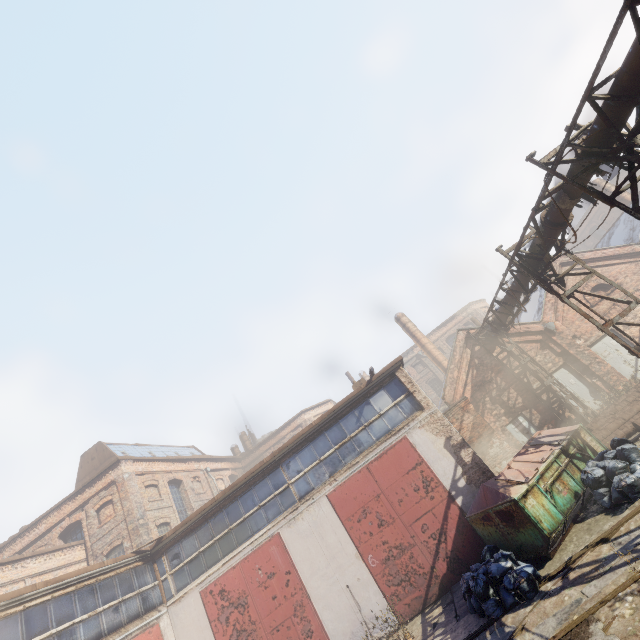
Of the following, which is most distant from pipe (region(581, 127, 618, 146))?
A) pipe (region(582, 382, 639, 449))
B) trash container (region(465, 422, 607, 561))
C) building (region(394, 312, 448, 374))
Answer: building (region(394, 312, 448, 374))

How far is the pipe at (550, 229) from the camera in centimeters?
872cm

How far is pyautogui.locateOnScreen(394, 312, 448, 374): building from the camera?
24.62m

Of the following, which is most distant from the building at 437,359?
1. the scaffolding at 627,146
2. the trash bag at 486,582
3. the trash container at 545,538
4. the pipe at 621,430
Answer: the trash bag at 486,582

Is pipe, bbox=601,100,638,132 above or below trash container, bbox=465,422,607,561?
above

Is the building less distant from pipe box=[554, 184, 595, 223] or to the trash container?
pipe box=[554, 184, 595, 223]

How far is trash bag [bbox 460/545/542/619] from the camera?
6.92m

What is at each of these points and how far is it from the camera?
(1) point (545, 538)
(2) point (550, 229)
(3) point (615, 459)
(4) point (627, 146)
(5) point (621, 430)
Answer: (1) trash container, 7.8 meters
(2) pipe, 9.0 meters
(3) trash bag, 8.6 meters
(4) scaffolding, 7.0 meters
(5) pipe, 11.1 meters
